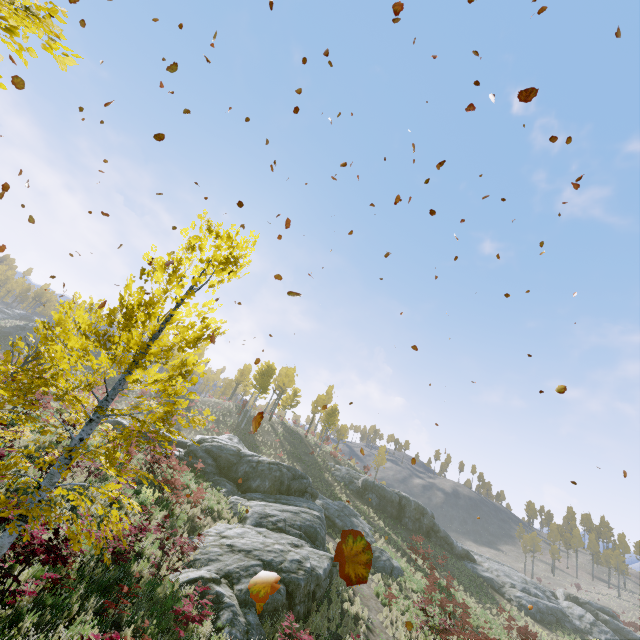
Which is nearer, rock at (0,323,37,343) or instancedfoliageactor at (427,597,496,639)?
instancedfoliageactor at (427,597,496,639)

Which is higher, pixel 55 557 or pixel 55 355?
pixel 55 355

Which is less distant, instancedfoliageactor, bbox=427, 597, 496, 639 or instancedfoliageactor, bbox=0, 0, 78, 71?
instancedfoliageactor, bbox=0, 0, 78, 71

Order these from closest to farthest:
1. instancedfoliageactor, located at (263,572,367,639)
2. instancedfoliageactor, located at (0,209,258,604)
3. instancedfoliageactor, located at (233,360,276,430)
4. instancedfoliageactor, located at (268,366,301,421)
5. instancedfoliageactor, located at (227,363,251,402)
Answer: instancedfoliageactor, located at (0,209,258,604), instancedfoliageactor, located at (263,572,367,639), instancedfoliageactor, located at (233,360,276,430), instancedfoliageactor, located at (268,366,301,421), instancedfoliageactor, located at (227,363,251,402)

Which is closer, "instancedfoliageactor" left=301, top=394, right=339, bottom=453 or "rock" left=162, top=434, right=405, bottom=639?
"rock" left=162, top=434, right=405, bottom=639

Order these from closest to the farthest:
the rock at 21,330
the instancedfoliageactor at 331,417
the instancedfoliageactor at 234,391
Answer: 1. the instancedfoliageactor at 331,417
2. the rock at 21,330
3. the instancedfoliageactor at 234,391

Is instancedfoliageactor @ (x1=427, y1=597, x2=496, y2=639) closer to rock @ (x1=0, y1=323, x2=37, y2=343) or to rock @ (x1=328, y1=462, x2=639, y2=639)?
rock @ (x1=328, y1=462, x2=639, y2=639)

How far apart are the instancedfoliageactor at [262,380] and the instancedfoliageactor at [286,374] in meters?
9.3 m
